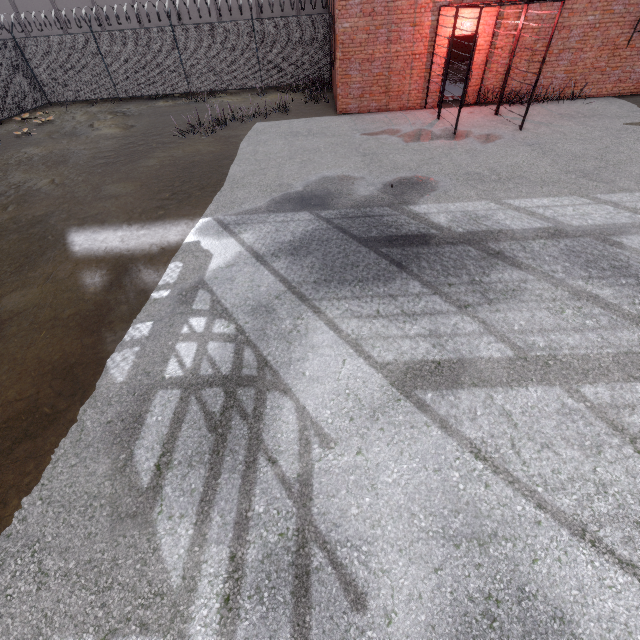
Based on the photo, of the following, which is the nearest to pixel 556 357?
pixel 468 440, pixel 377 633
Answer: pixel 468 440
